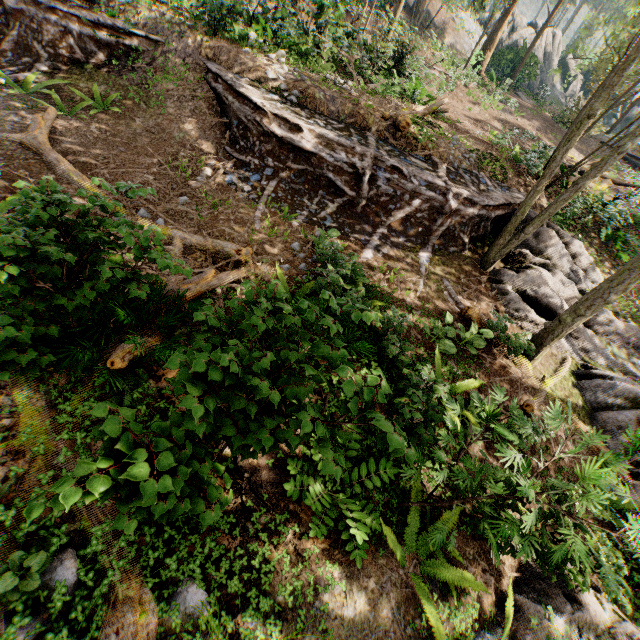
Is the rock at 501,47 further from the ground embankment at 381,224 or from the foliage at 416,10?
the ground embankment at 381,224

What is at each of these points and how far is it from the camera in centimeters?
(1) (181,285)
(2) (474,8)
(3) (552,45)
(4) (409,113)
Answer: (1) foliage, 568cm
(2) foliage, 2131cm
(3) rock, 4122cm
(4) foliage, 1135cm

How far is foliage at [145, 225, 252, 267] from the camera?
6.5 meters

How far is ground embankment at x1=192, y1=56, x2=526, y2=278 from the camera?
9.4m

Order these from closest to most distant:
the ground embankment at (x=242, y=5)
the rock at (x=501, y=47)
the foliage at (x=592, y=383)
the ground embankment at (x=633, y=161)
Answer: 1. the foliage at (x=592, y=383)
2. the ground embankment at (x=242, y=5)
3. the ground embankment at (x=633, y=161)
4. the rock at (x=501, y=47)

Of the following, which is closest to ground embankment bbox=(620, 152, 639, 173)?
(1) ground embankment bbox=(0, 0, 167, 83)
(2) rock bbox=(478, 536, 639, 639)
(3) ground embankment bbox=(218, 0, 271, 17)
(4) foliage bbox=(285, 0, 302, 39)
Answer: (4) foliage bbox=(285, 0, 302, 39)

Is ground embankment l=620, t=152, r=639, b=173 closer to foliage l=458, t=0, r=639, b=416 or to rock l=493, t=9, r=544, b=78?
foliage l=458, t=0, r=639, b=416

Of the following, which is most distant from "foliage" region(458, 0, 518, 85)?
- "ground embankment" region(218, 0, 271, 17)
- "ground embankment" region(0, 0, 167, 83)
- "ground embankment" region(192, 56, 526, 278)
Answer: "ground embankment" region(218, 0, 271, 17)
